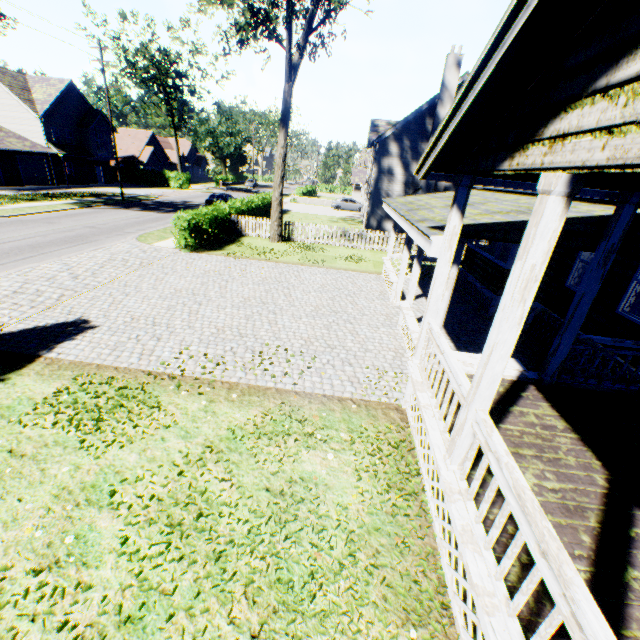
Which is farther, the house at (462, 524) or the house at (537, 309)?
the house at (537, 309)

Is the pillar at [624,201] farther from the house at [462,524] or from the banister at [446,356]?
the banister at [446,356]

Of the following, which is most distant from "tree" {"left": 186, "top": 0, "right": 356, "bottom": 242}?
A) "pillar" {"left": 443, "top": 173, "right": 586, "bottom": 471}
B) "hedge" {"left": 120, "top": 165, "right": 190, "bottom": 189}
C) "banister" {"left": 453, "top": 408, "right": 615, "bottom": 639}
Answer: "banister" {"left": 453, "top": 408, "right": 615, "bottom": 639}

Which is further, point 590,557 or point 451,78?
point 451,78

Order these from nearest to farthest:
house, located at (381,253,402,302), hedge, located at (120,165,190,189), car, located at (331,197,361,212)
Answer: house, located at (381,253,402,302), car, located at (331,197,361,212), hedge, located at (120,165,190,189)

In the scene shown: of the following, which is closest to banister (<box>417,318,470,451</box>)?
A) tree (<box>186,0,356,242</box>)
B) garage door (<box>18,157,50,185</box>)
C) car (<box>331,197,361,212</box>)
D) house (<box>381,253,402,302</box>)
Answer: house (<box>381,253,402,302</box>)

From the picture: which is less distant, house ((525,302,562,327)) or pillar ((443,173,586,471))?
pillar ((443,173,586,471))

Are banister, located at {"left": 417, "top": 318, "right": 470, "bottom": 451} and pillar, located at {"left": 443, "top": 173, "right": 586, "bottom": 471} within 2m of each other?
yes
